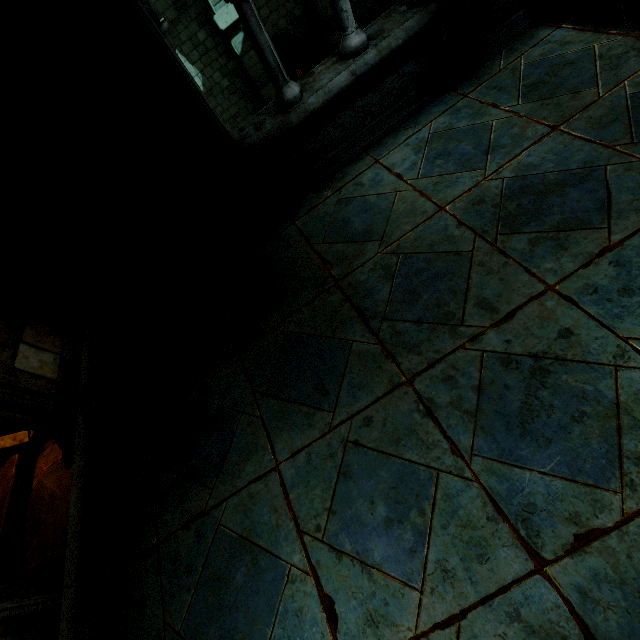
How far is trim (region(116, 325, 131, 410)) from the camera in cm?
403

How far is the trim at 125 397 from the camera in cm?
403

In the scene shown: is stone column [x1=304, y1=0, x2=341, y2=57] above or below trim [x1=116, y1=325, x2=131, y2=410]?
below

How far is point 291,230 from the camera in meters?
4.3

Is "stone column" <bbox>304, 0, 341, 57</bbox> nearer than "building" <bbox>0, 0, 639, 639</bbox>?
No

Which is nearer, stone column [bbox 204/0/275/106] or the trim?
the trim

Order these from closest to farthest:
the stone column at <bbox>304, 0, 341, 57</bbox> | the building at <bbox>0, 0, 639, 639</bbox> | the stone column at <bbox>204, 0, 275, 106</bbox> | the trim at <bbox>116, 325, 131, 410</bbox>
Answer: the building at <bbox>0, 0, 639, 639</bbox>, the trim at <bbox>116, 325, 131, 410</bbox>, the stone column at <bbox>204, 0, 275, 106</bbox>, the stone column at <bbox>304, 0, 341, 57</bbox>

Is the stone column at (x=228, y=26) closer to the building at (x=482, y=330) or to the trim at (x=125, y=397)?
the building at (x=482, y=330)
